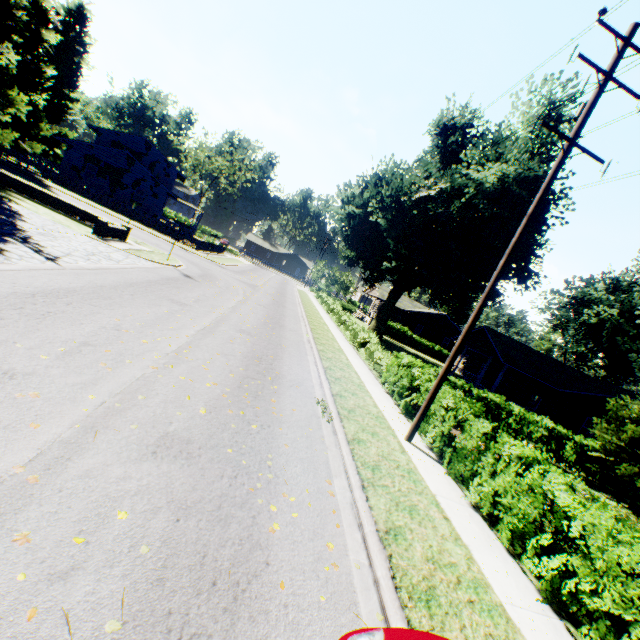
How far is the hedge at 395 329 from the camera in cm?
4534

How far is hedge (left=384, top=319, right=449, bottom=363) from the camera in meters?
45.3 m

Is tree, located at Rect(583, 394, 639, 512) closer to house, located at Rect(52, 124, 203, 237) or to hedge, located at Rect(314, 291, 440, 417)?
hedge, located at Rect(314, 291, 440, 417)

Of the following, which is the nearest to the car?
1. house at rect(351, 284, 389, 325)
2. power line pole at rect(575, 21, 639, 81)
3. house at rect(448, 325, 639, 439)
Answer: power line pole at rect(575, 21, 639, 81)

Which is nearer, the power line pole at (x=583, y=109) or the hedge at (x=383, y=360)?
the power line pole at (x=583, y=109)

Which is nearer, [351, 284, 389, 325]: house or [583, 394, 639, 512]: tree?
[583, 394, 639, 512]: tree

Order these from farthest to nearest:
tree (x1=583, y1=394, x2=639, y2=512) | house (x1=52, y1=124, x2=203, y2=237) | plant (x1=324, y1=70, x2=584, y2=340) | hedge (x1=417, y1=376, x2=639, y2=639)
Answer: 1. house (x1=52, y1=124, x2=203, y2=237)
2. plant (x1=324, y1=70, x2=584, y2=340)
3. tree (x1=583, y1=394, x2=639, y2=512)
4. hedge (x1=417, y1=376, x2=639, y2=639)

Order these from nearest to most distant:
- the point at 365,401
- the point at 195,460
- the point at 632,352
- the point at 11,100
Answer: the point at 195,460, the point at 365,401, the point at 11,100, the point at 632,352
